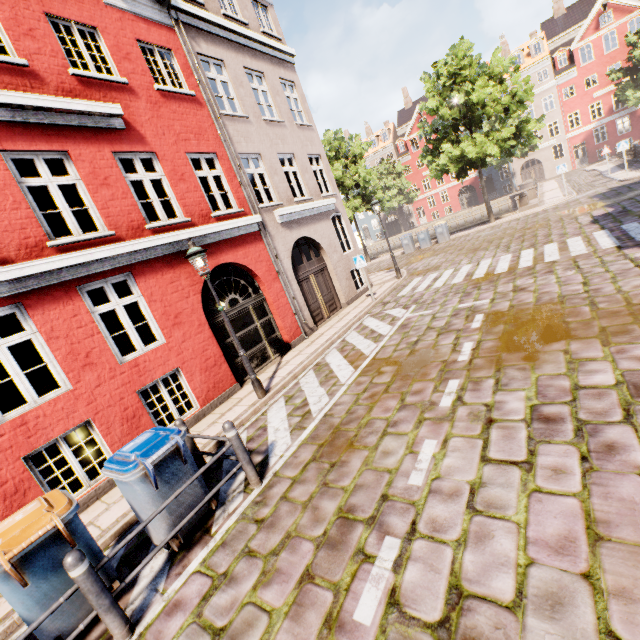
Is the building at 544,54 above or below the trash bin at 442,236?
above

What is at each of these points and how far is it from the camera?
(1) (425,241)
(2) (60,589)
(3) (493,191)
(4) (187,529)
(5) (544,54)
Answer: (1) trash bin, 22.84m
(2) trash bin, 3.31m
(3) building, 45.31m
(4) trash bin, 4.16m
(5) building, 37.44m

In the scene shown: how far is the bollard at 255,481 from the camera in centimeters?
454cm

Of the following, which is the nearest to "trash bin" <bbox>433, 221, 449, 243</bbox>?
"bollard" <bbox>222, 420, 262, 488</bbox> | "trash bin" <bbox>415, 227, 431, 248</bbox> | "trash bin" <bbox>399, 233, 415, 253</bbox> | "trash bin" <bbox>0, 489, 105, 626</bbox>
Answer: "trash bin" <bbox>415, 227, 431, 248</bbox>

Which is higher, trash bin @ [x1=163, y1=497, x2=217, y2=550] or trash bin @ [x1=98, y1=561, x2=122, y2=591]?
trash bin @ [x1=98, y1=561, x2=122, y2=591]

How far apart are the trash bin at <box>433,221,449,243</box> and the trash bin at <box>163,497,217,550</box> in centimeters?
2168cm

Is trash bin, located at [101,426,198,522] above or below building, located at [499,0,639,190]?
below

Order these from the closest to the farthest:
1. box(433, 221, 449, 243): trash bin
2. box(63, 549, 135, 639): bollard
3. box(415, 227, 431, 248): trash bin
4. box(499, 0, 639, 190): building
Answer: box(63, 549, 135, 639): bollard
box(433, 221, 449, 243): trash bin
box(415, 227, 431, 248): trash bin
box(499, 0, 639, 190): building
